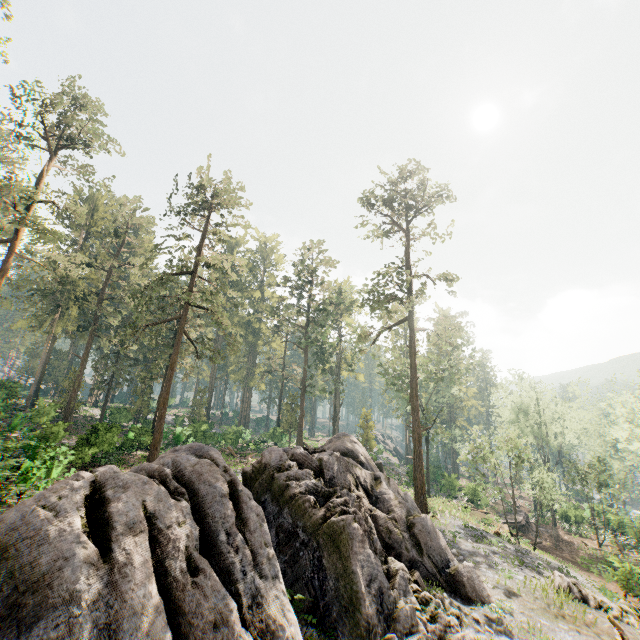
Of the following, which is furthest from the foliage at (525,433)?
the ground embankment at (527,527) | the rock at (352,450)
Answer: the ground embankment at (527,527)

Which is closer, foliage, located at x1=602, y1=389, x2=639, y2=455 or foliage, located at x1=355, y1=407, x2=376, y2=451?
foliage, located at x1=355, y1=407, x2=376, y2=451

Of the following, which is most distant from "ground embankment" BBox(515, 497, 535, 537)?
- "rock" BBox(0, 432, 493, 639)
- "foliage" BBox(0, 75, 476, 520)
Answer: "rock" BBox(0, 432, 493, 639)

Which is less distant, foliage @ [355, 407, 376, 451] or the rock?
the rock

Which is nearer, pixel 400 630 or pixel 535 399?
pixel 400 630

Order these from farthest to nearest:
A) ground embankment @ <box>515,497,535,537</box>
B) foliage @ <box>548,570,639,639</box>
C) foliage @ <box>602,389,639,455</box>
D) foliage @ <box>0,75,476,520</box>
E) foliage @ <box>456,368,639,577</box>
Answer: foliage @ <box>602,389,639,455</box>, ground embankment @ <box>515,497,535,537</box>, foliage @ <box>0,75,476,520</box>, foliage @ <box>456,368,639,577</box>, foliage @ <box>548,570,639,639</box>

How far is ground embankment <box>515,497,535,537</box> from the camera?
35.5m
